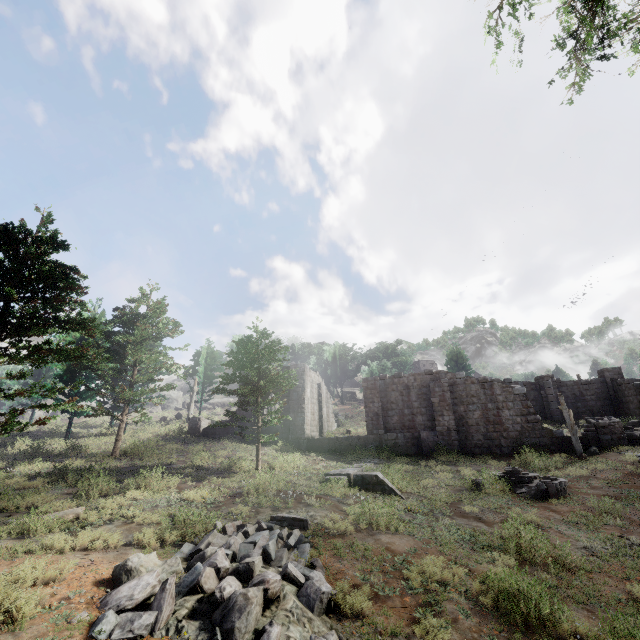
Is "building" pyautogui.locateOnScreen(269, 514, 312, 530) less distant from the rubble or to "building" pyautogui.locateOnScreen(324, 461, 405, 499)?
the rubble

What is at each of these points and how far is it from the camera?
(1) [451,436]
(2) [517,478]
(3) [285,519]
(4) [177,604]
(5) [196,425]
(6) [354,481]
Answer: (1) building, 22.2m
(2) fountain, 14.7m
(3) building, 9.8m
(4) rubble, 5.3m
(5) building, 27.8m
(6) building, 14.6m

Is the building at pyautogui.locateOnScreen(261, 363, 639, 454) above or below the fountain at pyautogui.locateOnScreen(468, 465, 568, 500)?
above

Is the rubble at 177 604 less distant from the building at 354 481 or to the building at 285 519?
the building at 285 519

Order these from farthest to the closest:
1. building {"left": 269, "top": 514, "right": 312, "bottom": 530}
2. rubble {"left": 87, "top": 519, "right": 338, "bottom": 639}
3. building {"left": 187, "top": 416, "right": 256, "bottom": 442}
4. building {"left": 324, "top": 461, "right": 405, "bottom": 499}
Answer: building {"left": 187, "top": 416, "right": 256, "bottom": 442} → building {"left": 324, "top": 461, "right": 405, "bottom": 499} → building {"left": 269, "top": 514, "right": 312, "bottom": 530} → rubble {"left": 87, "top": 519, "right": 338, "bottom": 639}

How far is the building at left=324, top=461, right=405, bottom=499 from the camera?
13.2m
